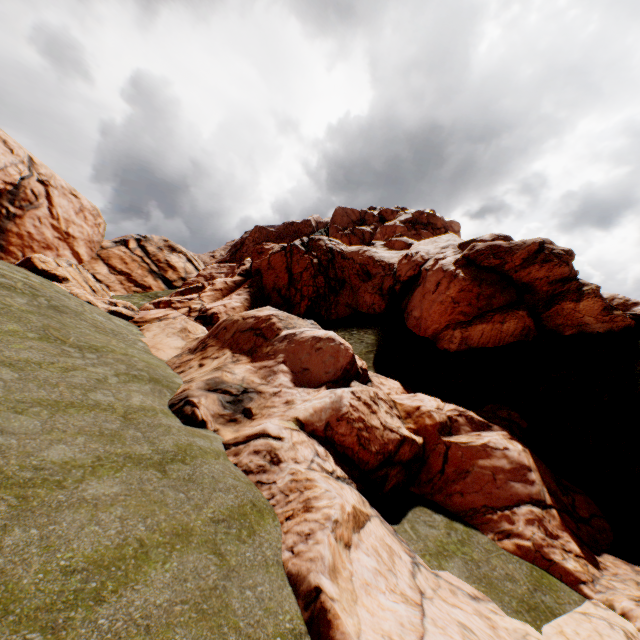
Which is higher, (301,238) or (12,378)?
(301,238)
